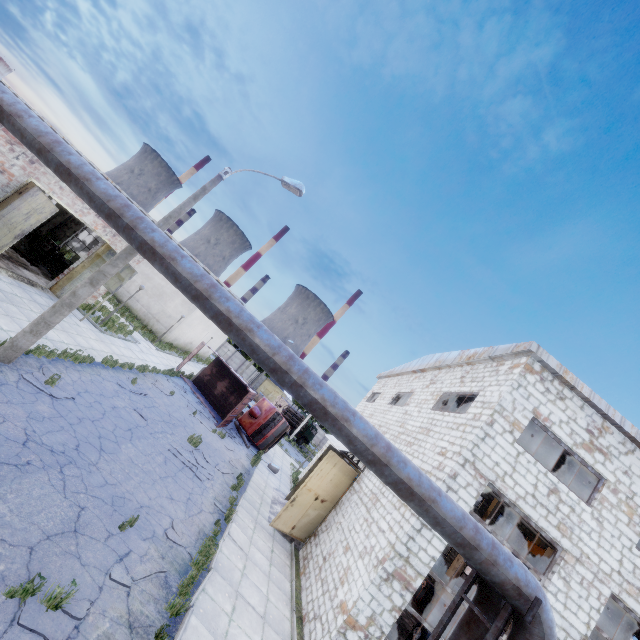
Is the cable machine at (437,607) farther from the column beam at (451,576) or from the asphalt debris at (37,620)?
the asphalt debris at (37,620)

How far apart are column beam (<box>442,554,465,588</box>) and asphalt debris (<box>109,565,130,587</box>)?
26.06m

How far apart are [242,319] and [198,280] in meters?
1.0 m

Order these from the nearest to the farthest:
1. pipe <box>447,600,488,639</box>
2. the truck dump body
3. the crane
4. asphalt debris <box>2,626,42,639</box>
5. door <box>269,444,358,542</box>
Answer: asphalt debris <box>2,626,42,639</box> < pipe <box>447,600,488,639</box> < door <box>269,444,358,542</box> < the truck dump body < the crane

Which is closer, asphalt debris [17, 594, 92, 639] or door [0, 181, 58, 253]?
asphalt debris [17, 594, 92, 639]

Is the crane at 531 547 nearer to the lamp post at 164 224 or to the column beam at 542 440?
the column beam at 542 440

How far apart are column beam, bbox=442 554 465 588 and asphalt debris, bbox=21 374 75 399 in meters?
28.6

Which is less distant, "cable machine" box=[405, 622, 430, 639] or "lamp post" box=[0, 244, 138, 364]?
"lamp post" box=[0, 244, 138, 364]
